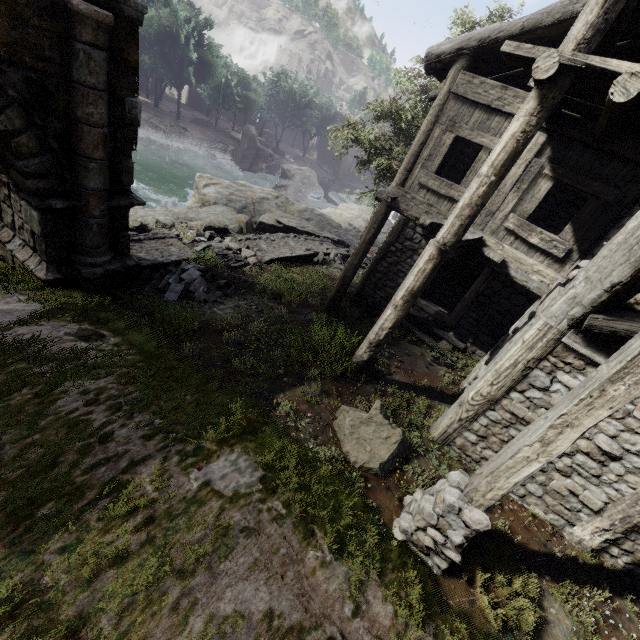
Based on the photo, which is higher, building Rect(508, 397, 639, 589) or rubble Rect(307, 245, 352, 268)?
building Rect(508, 397, 639, 589)

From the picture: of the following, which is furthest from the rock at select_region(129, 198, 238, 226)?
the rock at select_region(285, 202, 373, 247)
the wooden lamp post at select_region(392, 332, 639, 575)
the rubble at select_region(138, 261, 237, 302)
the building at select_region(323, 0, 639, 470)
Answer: the wooden lamp post at select_region(392, 332, 639, 575)

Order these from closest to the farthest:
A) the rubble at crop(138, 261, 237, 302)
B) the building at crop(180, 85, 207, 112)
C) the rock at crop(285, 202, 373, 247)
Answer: the rubble at crop(138, 261, 237, 302) < the rock at crop(285, 202, 373, 247) < the building at crop(180, 85, 207, 112)

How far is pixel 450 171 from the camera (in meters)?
10.57

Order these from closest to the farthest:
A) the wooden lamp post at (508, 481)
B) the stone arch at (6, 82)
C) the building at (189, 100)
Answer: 1. the wooden lamp post at (508, 481)
2. the stone arch at (6, 82)
3. the building at (189, 100)

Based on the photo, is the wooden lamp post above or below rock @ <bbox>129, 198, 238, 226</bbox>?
above

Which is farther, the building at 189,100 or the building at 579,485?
the building at 189,100

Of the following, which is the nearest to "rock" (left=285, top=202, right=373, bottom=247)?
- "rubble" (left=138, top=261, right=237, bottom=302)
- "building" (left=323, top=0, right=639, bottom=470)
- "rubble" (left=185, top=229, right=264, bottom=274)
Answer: "building" (left=323, top=0, right=639, bottom=470)
